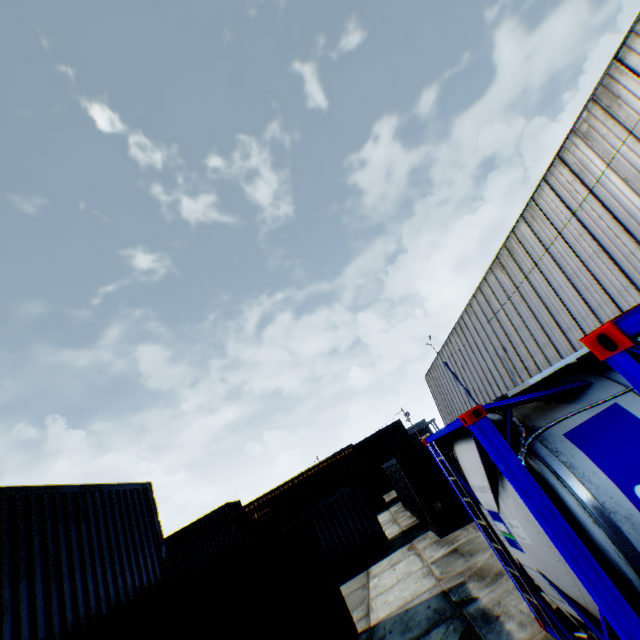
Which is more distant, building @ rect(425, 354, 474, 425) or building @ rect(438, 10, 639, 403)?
building @ rect(425, 354, 474, 425)

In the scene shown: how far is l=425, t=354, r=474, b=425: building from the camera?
40.1m

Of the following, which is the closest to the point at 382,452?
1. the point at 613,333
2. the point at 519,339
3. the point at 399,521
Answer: the point at 399,521

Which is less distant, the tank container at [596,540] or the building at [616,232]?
the tank container at [596,540]

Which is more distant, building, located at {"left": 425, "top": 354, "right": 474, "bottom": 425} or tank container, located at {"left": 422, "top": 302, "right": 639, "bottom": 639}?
building, located at {"left": 425, "top": 354, "right": 474, "bottom": 425}

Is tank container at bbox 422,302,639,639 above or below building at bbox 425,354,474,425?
below

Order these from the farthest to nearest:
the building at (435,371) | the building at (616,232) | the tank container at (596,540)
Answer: the building at (435,371), the building at (616,232), the tank container at (596,540)
